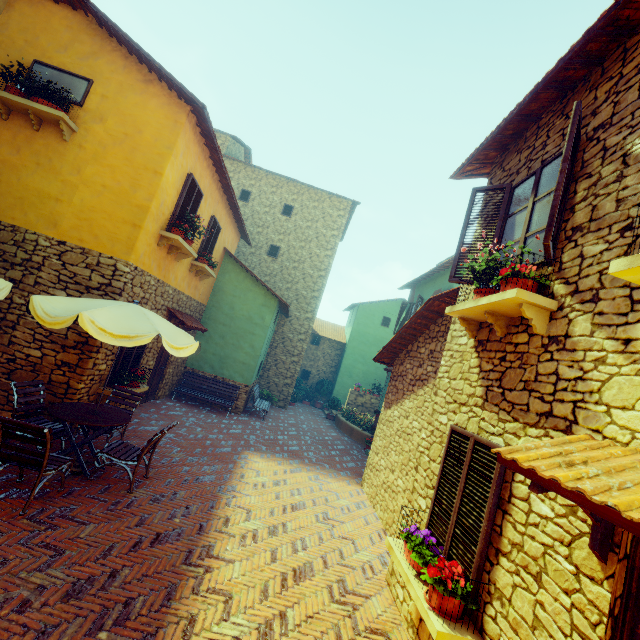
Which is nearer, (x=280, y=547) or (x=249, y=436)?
(x=280, y=547)

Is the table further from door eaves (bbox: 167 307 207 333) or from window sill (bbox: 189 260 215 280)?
window sill (bbox: 189 260 215 280)

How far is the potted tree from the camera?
19.11m

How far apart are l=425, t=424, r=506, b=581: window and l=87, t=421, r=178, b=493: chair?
4.2 meters

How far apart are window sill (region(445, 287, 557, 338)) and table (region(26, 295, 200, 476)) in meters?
4.2 m

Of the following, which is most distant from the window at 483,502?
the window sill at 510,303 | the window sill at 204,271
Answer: the window sill at 204,271

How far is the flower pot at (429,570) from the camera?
3.2 meters

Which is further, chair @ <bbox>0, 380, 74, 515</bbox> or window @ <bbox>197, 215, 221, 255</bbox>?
window @ <bbox>197, 215, 221, 255</bbox>
